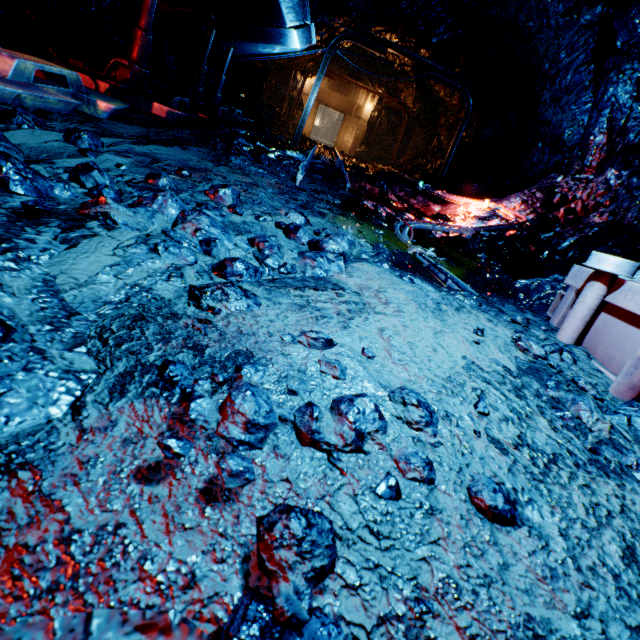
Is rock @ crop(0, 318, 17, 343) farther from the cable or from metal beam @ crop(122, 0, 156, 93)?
metal beam @ crop(122, 0, 156, 93)

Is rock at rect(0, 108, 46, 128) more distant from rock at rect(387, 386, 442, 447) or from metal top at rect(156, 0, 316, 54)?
metal top at rect(156, 0, 316, 54)

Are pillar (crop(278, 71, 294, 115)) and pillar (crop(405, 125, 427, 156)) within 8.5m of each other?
yes

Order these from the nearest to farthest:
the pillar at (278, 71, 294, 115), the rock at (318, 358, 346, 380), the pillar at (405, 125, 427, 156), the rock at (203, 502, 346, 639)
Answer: the rock at (203, 502, 346, 639)
the rock at (318, 358, 346, 380)
the pillar at (278, 71, 294, 115)
the pillar at (405, 125, 427, 156)

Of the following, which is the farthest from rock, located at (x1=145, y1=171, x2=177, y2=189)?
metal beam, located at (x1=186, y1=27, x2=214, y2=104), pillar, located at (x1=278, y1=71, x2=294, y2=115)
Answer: metal beam, located at (x1=186, y1=27, x2=214, y2=104)

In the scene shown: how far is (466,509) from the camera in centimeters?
76cm

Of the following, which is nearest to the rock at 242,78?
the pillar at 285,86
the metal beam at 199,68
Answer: the pillar at 285,86
